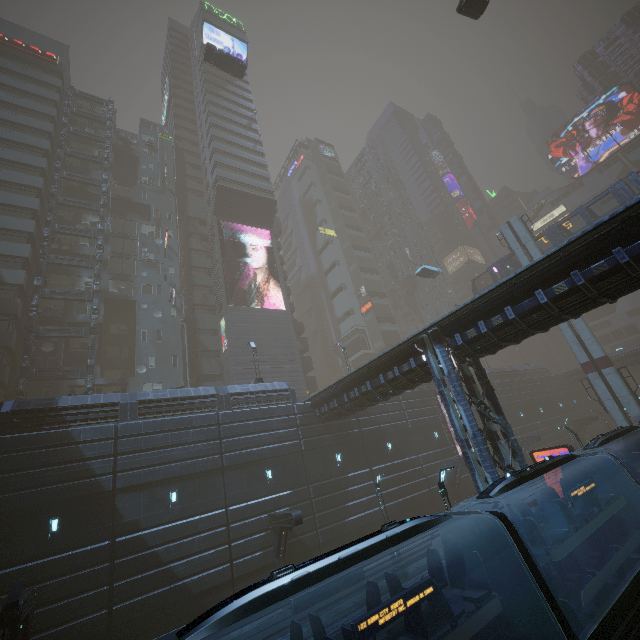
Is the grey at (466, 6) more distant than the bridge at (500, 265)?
No

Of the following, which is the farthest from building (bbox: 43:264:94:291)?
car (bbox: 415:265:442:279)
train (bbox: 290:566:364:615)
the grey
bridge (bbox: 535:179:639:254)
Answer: bridge (bbox: 535:179:639:254)

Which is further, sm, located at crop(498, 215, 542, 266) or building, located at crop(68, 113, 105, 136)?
building, located at crop(68, 113, 105, 136)

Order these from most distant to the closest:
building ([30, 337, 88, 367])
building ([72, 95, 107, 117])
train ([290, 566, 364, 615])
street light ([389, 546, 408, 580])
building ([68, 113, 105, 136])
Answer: building ([72, 95, 107, 117]) → building ([68, 113, 105, 136]) → building ([30, 337, 88, 367]) → street light ([389, 546, 408, 580]) → train ([290, 566, 364, 615])

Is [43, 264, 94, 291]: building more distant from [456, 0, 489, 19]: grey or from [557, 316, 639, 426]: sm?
[456, 0, 489, 19]: grey

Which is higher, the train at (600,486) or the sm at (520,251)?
the sm at (520,251)

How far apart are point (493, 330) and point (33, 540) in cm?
2397

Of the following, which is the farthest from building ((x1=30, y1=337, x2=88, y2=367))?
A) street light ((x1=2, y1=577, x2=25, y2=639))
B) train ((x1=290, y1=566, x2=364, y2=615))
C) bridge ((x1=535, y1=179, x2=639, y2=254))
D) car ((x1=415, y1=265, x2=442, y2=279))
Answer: bridge ((x1=535, y1=179, x2=639, y2=254))
